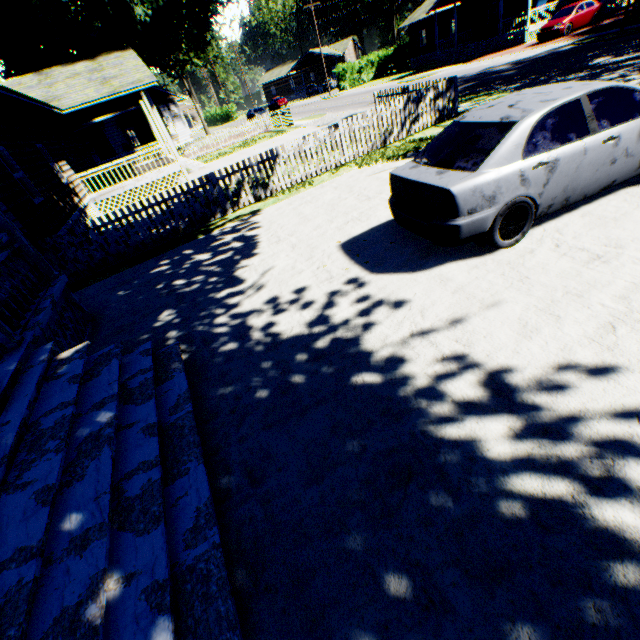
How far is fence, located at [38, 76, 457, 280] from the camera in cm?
890

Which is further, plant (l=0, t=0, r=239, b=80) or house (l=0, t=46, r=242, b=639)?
plant (l=0, t=0, r=239, b=80)

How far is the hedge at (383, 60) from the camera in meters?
42.6

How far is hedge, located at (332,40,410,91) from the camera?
42.62m

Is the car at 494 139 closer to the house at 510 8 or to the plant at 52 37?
the plant at 52 37

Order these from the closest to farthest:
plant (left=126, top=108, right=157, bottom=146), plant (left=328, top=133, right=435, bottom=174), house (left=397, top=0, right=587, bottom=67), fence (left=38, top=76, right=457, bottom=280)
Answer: fence (left=38, top=76, right=457, bottom=280) < plant (left=328, top=133, right=435, bottom=174) < plant (left=126, top=108, right=157, bottom=146) < house (left=397, top=0, right=587, bottom=67)

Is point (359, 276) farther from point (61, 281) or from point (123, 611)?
Answer: point (61, 281)

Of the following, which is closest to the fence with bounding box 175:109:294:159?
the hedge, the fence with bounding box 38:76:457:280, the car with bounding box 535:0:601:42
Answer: the fence with bounding box 38:76:457:280
